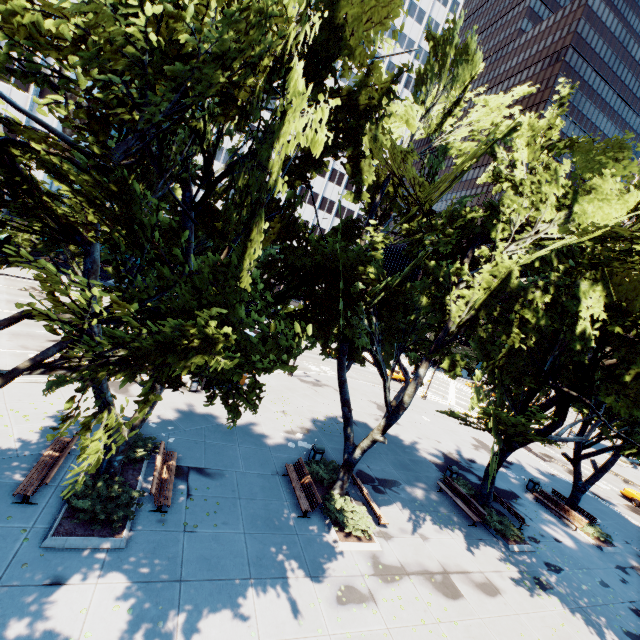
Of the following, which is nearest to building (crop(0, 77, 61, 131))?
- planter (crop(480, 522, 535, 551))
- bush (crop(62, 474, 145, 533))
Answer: bush (crop(62, 474, 145, 533))

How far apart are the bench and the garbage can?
7.4m

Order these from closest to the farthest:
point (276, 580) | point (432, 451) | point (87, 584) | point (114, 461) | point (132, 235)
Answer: point (132, 235) → point (87, 584) → point (276, 580) → point (114, 461) → point (432, 451)

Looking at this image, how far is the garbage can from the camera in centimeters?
1667cm

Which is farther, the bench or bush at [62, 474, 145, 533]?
the bench

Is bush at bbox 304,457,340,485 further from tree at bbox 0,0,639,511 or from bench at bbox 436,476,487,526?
bench at bbox 436,476,487,526

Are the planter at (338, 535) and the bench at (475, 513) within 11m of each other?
yes

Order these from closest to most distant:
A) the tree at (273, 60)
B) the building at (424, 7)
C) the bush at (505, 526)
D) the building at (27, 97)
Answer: the tree at (273, 60) → the bush at (505, 526) → the building at (27, 97) → the building at (424, 7)
